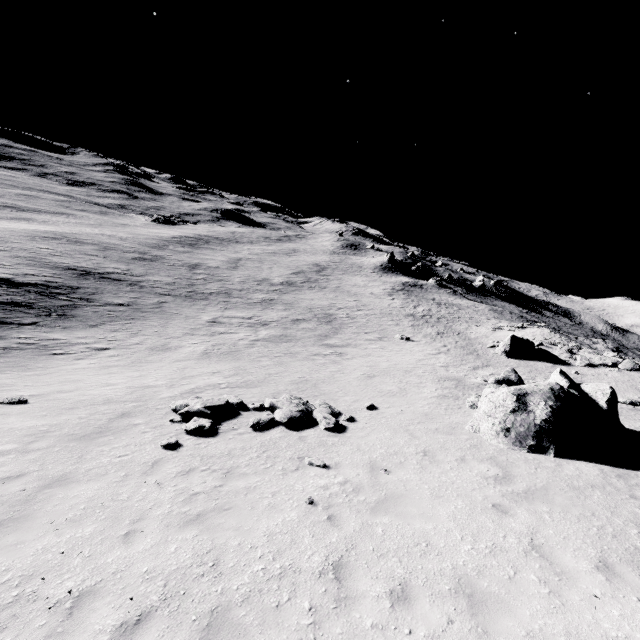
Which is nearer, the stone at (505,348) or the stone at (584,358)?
the stone at (584,358)

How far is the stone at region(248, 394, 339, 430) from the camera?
12.15m

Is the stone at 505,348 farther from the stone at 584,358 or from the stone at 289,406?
the stone at 289,406

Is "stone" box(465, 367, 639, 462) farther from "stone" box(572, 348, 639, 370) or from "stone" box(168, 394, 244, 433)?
"stone" box(572, 348, 639, 370)

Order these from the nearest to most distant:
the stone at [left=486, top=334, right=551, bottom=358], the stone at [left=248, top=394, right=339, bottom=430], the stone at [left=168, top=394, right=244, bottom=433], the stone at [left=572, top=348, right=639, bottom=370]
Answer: the stone at [left=168, top=394, right=244, bottom=433] → the stone at [left=248, top=394, right=339, bottom=430] → the stone at [left=572, top=348, right=639, bottom=370] → the stone at [left=486, top=334, right=551, bottom=358]

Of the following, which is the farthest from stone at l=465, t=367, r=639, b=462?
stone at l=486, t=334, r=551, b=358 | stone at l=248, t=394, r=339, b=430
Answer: stone at l=486, t=334, r=551, b=358

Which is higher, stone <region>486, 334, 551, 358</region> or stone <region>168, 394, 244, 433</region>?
stone <region>486, 334, 551, 358</region>

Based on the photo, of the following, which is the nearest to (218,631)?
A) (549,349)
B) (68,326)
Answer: (68,326)
